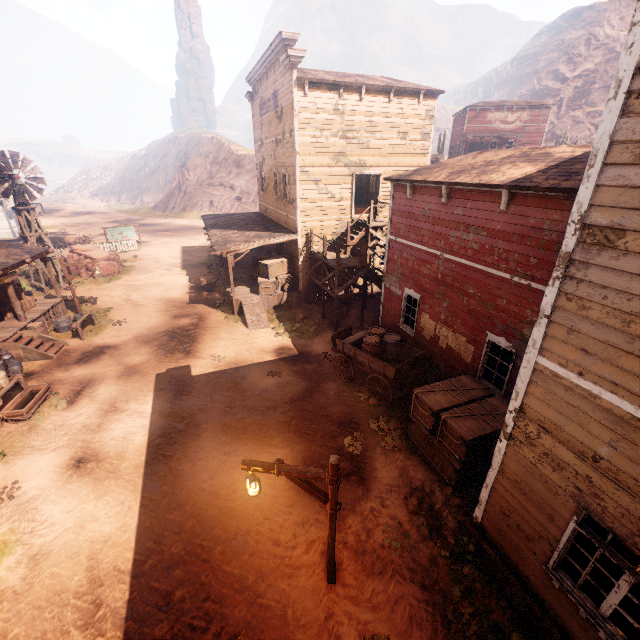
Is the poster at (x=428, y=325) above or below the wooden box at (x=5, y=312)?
above

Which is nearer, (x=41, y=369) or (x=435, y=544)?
(x=435, y=544)

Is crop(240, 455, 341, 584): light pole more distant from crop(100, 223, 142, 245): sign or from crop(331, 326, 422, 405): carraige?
crop(100, 223, 142, 245): sign

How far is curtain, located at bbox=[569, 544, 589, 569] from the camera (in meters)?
4.63

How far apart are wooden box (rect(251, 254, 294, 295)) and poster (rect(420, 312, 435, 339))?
8.9 meters

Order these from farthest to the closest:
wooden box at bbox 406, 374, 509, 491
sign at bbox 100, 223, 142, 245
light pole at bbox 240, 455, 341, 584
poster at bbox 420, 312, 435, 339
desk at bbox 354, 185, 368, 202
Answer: sign at bbox 100, 223, 142, 245
desk at bbox 354, 185, 368, 202
poster at bbox 420, 312, 435, 339
wooden box at bbox 406, 374, 509, 491
light pole at bbox 240, 455, 341, 584

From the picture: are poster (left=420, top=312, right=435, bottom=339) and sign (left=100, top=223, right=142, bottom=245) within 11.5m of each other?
no

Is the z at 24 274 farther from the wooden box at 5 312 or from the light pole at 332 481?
the wooden box at 5 312
